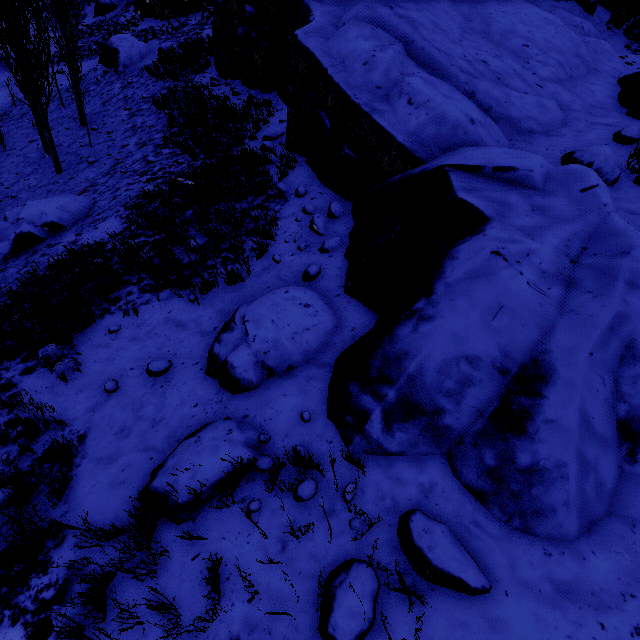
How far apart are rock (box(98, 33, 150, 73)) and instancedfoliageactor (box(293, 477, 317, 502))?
25.14m

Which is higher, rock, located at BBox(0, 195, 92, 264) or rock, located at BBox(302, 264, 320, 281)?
rock, located at BBox(302, 264, 320, 281)

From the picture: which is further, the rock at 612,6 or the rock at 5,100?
the rock at 5,100

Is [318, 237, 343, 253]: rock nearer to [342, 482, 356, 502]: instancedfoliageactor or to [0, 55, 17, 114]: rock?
[0, 55, 17, 114]: rock

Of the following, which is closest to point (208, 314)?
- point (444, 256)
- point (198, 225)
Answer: point (198, 225)

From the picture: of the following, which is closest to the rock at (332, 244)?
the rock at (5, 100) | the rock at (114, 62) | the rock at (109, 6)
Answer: the rock at (5, 100)
